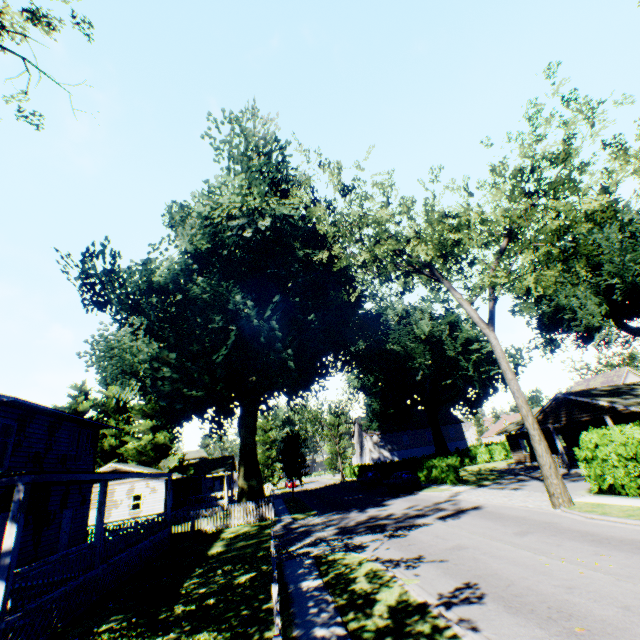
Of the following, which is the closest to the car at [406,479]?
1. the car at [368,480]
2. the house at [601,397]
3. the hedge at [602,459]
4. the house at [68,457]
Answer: the hedge at [602,459]

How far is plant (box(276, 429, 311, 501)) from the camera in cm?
3644

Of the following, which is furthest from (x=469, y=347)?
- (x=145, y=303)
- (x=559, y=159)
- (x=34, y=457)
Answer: (x=34, y=457)

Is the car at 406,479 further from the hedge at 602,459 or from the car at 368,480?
the car at 368,480

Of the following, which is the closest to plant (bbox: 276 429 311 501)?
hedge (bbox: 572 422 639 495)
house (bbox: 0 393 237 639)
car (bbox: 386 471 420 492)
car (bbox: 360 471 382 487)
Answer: house (bbox: 0 393 237 639)

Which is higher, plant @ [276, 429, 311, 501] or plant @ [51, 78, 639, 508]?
plant @ [51, 78, 639, 508]

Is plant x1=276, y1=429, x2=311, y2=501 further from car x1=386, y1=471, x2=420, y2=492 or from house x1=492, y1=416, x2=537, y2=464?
car x1=386, y1=471, x2=420, y2=492

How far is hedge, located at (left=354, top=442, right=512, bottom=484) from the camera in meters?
29.8 m
